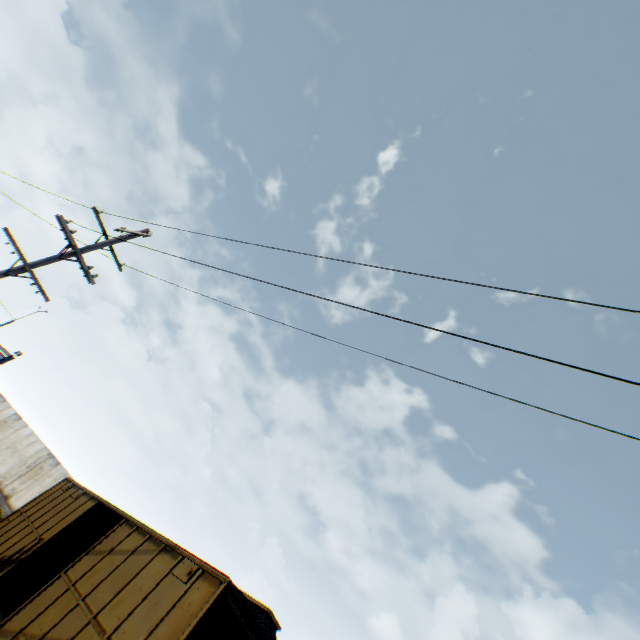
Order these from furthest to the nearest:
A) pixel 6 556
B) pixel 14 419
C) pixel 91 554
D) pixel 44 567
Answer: pixel 14 419
pixel 44 567
pixel 6 556
pixel 91 554
